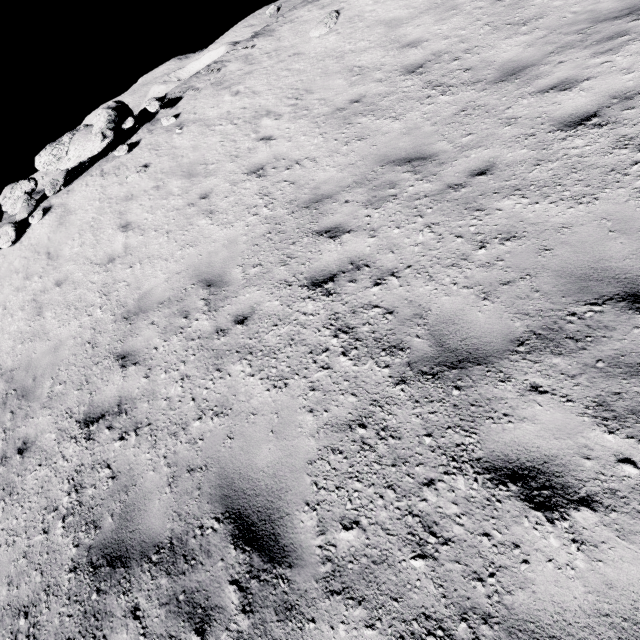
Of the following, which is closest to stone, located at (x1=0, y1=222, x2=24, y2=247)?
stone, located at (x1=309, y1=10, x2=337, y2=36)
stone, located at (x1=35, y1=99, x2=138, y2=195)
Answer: stone, located at (x1=35, y1=99, x2=138, y2=195)

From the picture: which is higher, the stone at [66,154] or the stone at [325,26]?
the stone at [66,154]

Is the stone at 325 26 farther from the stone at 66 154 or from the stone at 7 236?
the stone at 7 236

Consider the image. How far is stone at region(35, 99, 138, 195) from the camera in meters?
10.4

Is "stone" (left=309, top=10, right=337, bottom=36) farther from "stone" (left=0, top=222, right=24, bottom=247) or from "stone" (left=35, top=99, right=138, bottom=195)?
"stone" (left=0, top=222, right=24, bottom=247)

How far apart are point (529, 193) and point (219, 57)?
13.5m
